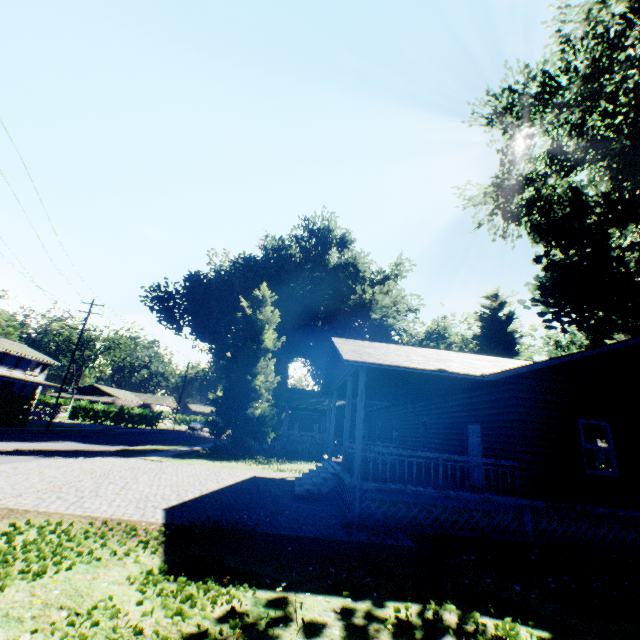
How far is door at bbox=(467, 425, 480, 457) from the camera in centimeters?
1202cm

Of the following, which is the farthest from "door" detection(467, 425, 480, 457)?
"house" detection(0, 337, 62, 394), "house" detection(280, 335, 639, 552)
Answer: "house" detection(0, 337, 62, 394)

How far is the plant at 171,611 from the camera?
4.05m

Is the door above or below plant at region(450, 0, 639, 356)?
below

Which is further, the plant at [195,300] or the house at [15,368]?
the house at [15,368]

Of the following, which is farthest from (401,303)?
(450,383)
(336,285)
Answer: (450,383)

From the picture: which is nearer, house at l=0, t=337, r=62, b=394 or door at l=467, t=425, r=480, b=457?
door at l=467, t=425, r=480, b=457

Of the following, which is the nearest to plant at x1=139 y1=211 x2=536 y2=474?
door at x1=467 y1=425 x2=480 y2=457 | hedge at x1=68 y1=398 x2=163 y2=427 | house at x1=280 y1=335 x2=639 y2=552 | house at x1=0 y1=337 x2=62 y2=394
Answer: house at x1=280 y1=335 x2=639 y2=552
